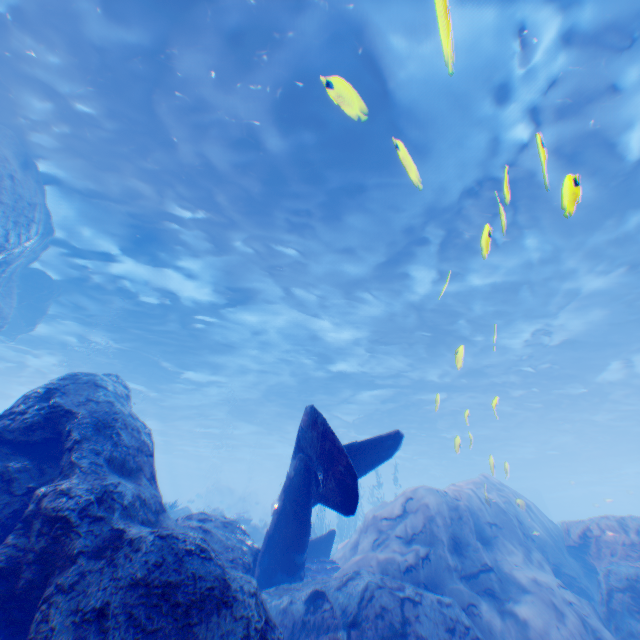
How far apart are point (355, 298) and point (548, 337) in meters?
11.7 m

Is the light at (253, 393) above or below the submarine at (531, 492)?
above

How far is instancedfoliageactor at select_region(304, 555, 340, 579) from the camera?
9.9 meters

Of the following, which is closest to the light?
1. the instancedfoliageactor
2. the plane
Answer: the plane

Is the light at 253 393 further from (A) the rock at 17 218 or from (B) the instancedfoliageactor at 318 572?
(B) the instancedfoliageactor at 318 572

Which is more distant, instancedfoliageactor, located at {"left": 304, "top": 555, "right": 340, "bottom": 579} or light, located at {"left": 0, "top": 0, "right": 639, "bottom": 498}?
instancedfoliageactor, located at {"left": 304, "top": 555, "right": 340, "bottom": 579}

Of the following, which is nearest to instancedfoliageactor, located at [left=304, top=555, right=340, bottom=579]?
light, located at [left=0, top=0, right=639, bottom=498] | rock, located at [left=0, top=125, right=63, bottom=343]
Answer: rock, located at [left=0, top=125, right=63, bottom=343]

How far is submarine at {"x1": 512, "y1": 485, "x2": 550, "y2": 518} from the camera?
45.6 meters
